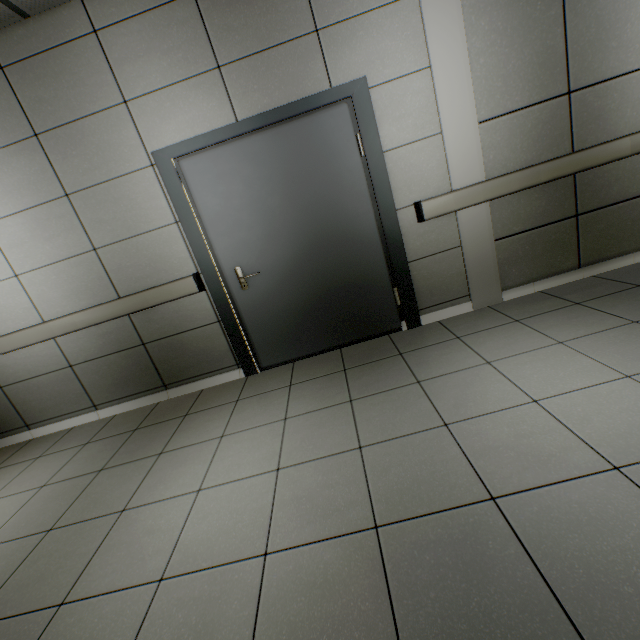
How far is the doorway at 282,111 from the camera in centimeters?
260cm

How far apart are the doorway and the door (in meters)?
0.01

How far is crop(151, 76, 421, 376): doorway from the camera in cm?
260

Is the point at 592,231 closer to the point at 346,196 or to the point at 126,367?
the point at 346,196

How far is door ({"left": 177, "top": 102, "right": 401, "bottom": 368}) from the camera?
2.70m

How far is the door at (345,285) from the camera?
2.7m
